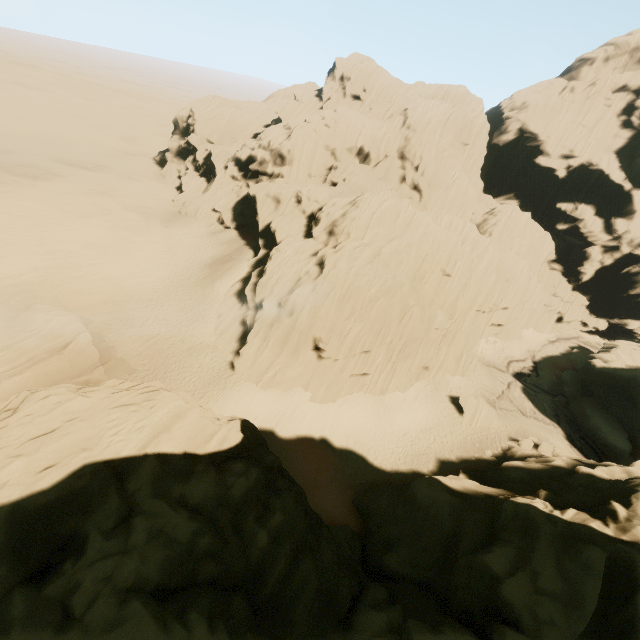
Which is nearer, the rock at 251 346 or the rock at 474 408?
the rock at 251 346

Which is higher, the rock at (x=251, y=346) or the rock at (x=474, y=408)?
the rock at (x=251, y=346)

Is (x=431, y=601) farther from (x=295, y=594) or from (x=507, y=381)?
(x=507, y=381)

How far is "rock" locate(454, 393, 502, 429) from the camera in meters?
33.0 m

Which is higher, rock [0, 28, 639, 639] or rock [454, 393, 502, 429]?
rock [0, 28, 639, 639]

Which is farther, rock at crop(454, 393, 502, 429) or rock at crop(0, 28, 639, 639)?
rock at crop(454, 393, 502, 429)
